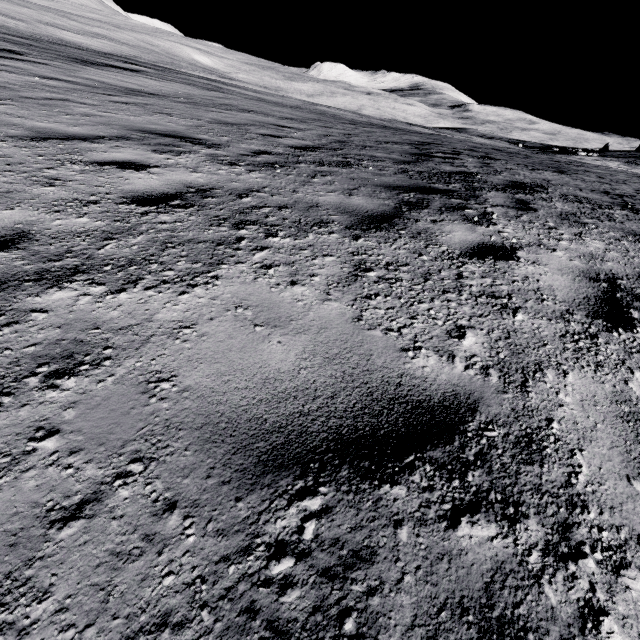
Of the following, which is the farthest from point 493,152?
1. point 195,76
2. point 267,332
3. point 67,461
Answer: point 195,76
